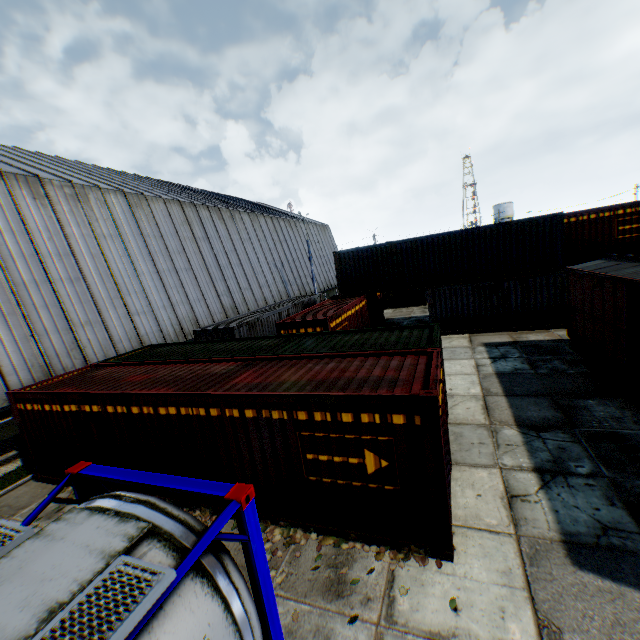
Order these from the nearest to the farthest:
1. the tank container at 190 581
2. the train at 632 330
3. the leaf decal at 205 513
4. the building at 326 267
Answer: the tank container at 190 581 < the leaf decal at 205 513 < the train at 632 330 < the building at 326 267

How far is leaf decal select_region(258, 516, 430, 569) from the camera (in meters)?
5.61

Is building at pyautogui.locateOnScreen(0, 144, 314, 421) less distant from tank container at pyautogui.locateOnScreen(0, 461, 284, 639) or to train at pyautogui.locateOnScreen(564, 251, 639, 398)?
tank container at pyautogui.locateOnScreen(0, 461, 284, 639)

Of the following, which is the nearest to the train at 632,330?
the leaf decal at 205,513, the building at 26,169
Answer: the leaf decal at 205,513

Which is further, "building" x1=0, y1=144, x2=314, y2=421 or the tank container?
"building" x1=0, y1=144, x2=314, y2=421

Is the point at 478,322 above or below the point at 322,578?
above

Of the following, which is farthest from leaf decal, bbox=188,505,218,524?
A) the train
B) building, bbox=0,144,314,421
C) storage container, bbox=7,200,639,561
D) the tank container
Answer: the train

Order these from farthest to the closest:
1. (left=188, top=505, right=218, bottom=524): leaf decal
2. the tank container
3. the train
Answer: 1. the train
2. (left=188, top=505, right=218, bottom=524): leaf decal
3. the tank container
